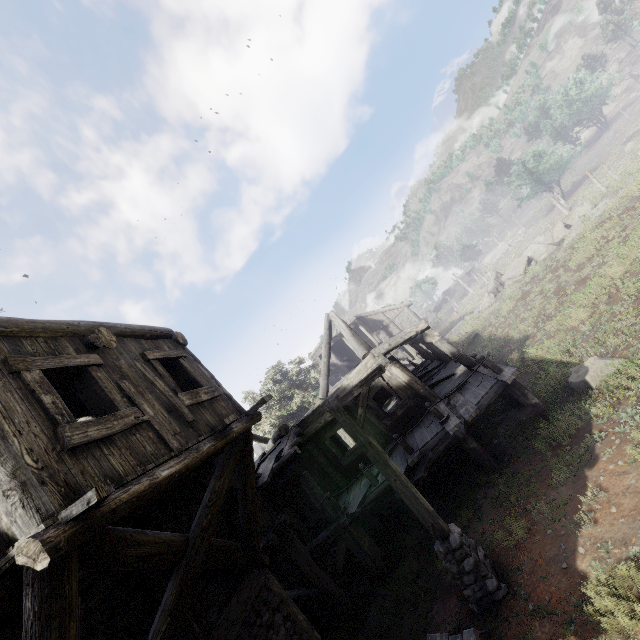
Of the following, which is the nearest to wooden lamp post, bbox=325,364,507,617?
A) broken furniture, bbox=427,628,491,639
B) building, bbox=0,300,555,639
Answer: broken furniture, bbox=427,628,491,639

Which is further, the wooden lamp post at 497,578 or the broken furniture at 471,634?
the wooden lamp post at 497,578

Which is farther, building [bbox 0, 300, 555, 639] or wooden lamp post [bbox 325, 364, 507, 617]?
wooden lamp post [bbox 325, 364, 507, 617]

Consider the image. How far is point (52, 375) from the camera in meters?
4.5

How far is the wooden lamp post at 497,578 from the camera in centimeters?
611cm

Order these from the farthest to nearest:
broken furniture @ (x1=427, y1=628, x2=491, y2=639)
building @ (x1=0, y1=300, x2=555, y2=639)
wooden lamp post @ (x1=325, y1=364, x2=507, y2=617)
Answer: wooden lamp post @ (x1=325, y1=364, x2=507, y2=617), broken furniture @ (x1=427, y1=628, x2=491, y2=639), building @ (x1=0, y1=300, x2=555, y2=639)

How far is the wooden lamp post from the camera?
6.1m
